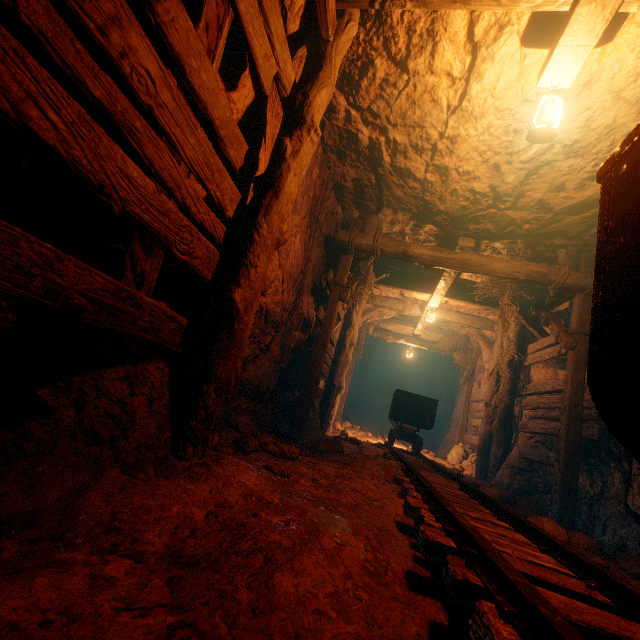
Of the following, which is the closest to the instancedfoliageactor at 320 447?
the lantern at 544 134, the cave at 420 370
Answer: the lantern at 544 134

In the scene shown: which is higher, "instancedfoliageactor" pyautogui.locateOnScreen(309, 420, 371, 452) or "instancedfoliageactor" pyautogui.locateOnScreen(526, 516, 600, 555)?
"instancedfoliageactor" pyautogui.locateOnScreen(526, 516, 600, 555)

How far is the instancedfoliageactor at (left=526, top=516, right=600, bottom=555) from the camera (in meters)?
2.81

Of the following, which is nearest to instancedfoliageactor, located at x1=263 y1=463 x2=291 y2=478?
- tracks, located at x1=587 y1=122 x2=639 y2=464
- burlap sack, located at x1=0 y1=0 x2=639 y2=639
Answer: burlap sack, located at x1=0 y1=0 x2=639 y2=639

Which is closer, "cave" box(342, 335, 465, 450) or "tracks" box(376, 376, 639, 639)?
"tracks" box(376, 376, 639, 639)

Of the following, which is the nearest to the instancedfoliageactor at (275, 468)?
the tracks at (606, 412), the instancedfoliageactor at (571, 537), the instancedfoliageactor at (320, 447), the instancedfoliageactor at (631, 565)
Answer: the tracks at (606, 412)

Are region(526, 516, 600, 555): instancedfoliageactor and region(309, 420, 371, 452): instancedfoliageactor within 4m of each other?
no

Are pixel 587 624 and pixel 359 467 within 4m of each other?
yes
